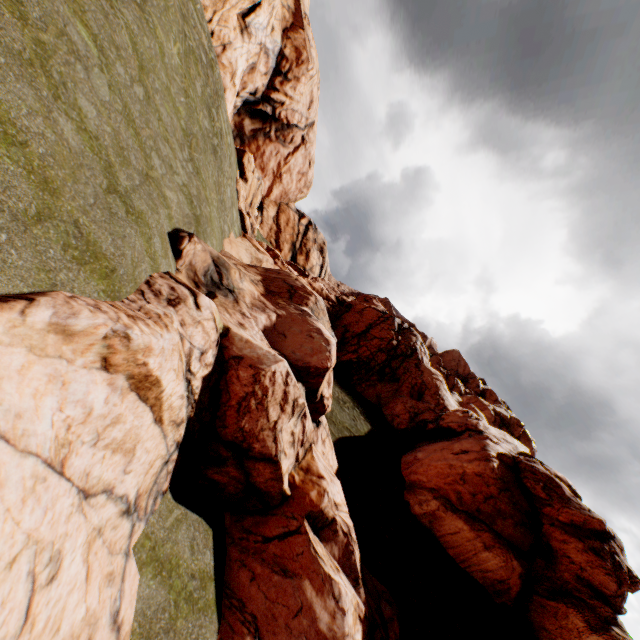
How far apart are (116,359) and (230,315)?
7.2m
